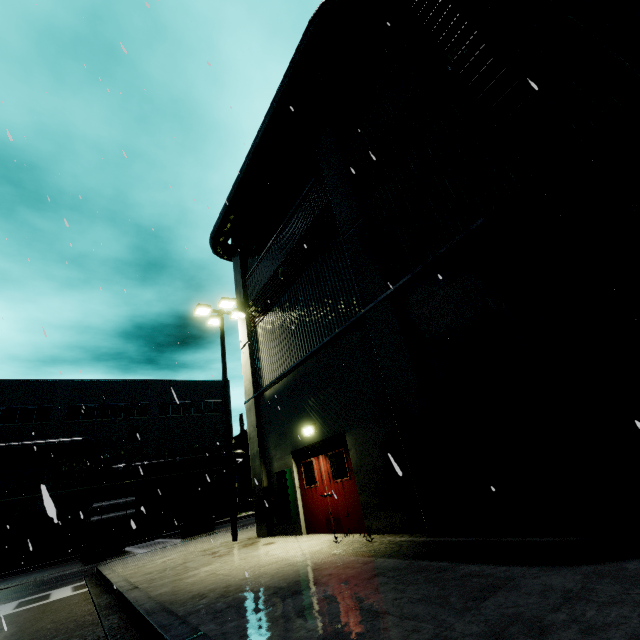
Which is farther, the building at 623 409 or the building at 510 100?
the building at 510 100

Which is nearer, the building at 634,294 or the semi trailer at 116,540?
the building at 634,294

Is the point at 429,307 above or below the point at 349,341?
below

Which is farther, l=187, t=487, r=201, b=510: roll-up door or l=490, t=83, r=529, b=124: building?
l=187, t=487, r=201, b=510: roll-up door

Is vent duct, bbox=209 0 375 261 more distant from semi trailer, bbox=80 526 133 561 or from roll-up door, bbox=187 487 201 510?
roll-up door, bbox=187 487 201 510

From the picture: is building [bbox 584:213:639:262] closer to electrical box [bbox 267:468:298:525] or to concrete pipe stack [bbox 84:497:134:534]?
electrical box [bbox 267:468:298:525]

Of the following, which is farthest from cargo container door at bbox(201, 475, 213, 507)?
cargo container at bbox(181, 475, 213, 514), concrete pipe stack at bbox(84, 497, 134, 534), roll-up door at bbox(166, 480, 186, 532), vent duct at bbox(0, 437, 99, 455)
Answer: vent duct at bbox(0, 437, 99, 455)

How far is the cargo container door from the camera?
21.0 meters
